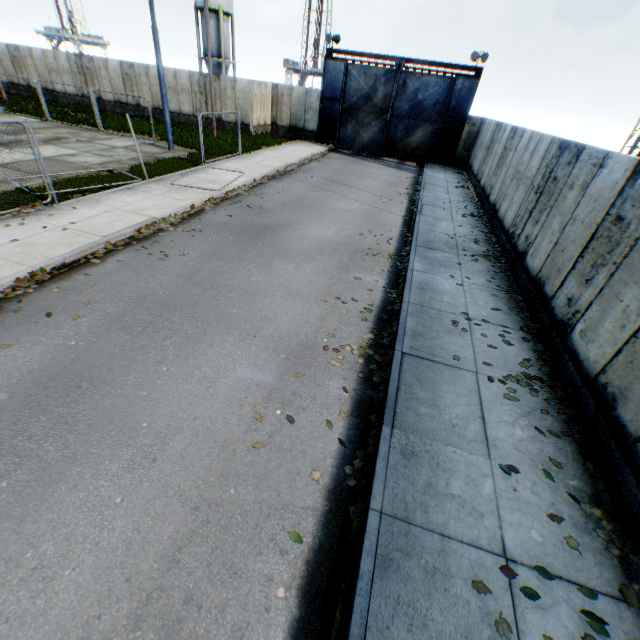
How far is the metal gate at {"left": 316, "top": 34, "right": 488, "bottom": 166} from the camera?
22.48m

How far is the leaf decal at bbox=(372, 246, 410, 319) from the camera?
7.5m

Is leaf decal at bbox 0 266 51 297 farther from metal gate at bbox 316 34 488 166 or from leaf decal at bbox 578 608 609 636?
metal gate at bbox 316 34 488 166

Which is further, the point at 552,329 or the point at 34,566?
the point at 552,329

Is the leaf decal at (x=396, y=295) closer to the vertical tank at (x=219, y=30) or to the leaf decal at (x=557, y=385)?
the leaf decal at (x=557, y=385)

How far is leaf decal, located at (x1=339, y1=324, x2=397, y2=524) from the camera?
3.8m

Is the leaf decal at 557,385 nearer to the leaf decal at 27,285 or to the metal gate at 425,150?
the leaf decal at 27,285

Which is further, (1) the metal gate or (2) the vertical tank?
(2) the vertical tank
